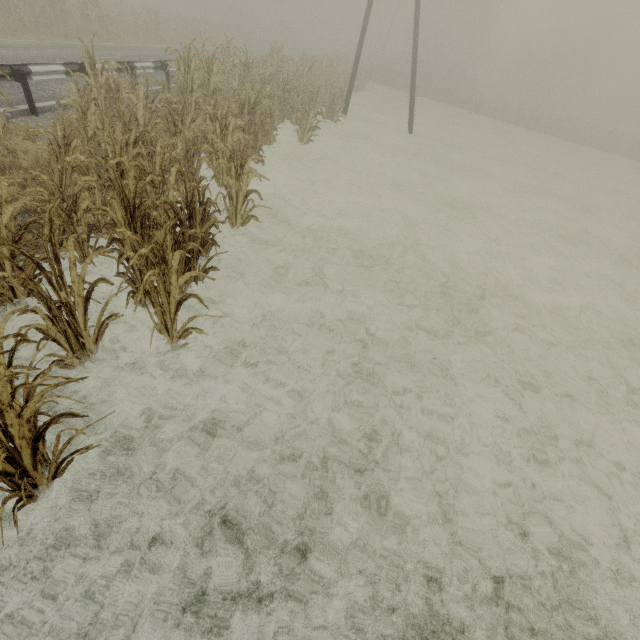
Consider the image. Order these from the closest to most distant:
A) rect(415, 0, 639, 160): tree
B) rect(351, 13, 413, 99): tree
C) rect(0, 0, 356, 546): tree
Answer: rect(0, 0, 356, 546): tree < rect(351, 13, 413, 99): tree < rect(415, 0, 639, 160): tree

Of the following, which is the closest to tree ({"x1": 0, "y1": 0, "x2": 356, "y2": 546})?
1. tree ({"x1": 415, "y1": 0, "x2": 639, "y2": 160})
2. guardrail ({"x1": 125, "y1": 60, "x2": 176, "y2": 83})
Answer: guardrail ({"x1": 125, "y1": 60, "x2": 176, "y2": 83})

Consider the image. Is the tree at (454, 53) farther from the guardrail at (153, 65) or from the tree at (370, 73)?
the guardrail at (153, 65)

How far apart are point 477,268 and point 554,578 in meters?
6.2 m

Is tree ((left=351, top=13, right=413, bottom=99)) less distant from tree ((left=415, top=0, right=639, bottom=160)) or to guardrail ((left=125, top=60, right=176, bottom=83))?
guardrail ((left=125, top=60, right=176, bottom=83))
